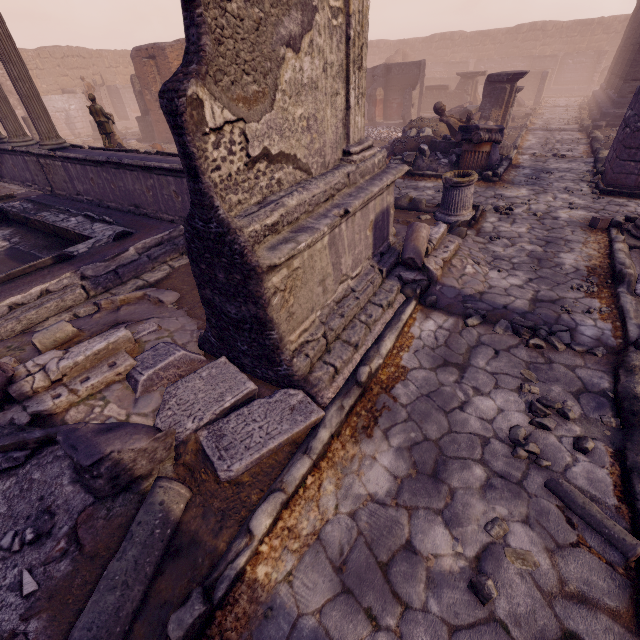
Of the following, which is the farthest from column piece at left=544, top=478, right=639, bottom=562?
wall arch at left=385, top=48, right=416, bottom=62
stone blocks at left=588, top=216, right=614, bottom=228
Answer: wall arch at left=385, top=48, right=416, bottom=62

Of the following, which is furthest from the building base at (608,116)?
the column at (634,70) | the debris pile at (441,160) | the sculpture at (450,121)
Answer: the sculpture at (450,121)

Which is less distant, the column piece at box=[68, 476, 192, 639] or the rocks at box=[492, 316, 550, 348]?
the column piece at box=[68, 476, 192, 639]

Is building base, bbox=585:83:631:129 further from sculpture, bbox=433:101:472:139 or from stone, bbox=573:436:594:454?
stone, bbox=573:436:594:454

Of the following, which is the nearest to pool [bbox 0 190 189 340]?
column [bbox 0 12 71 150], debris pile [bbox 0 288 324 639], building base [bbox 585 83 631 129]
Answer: debris pile [bbox 0 288 324 639]

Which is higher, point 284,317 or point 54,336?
point 284,317

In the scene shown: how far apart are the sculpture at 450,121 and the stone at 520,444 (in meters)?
11.09

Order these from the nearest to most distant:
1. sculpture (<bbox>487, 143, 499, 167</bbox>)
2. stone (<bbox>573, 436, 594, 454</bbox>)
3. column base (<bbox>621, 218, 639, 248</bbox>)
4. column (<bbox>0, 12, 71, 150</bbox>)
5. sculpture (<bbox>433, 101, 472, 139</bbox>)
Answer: stone (<bbox>573, 436, 594, 454</bbox>) < column base (<bbox>621, 218, 639, 248</bbox>) < column (<bbox>0, 12, 71, 150</bbox>) < sculpture (<bbox>487, 143, 499, 167</bbox>) < sculpture (<bbox>433, 101, 472, 139</bbox>)
